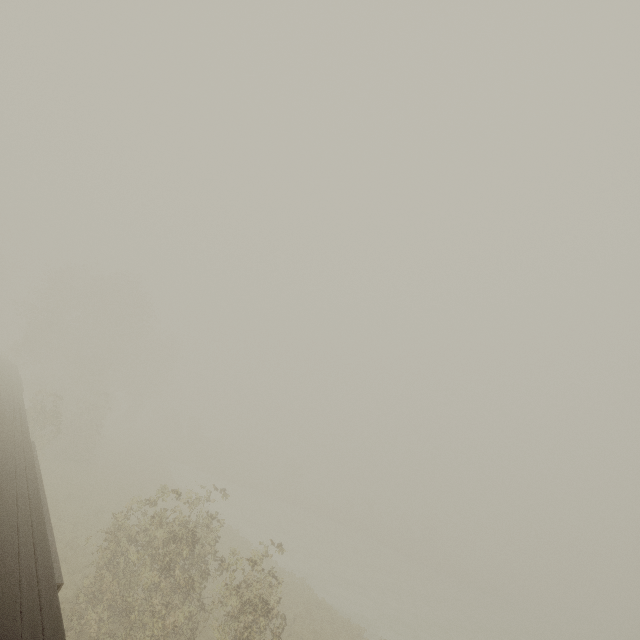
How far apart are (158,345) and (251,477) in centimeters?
2915cm
